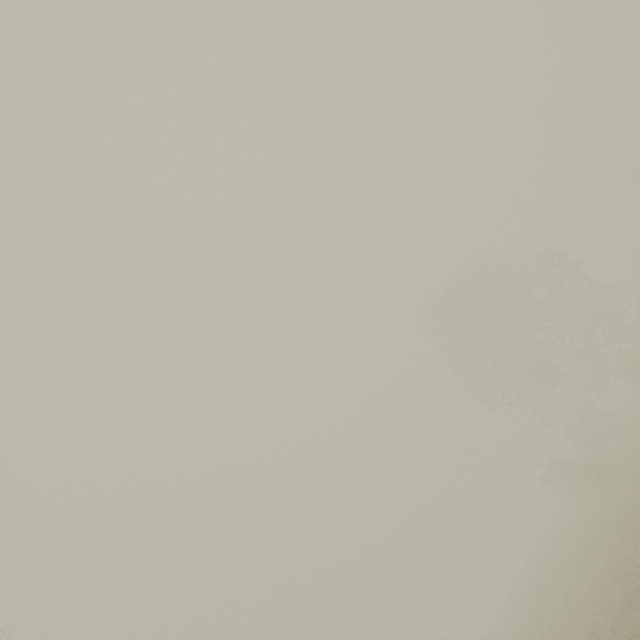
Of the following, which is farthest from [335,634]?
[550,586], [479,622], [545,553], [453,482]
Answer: [479,622]
